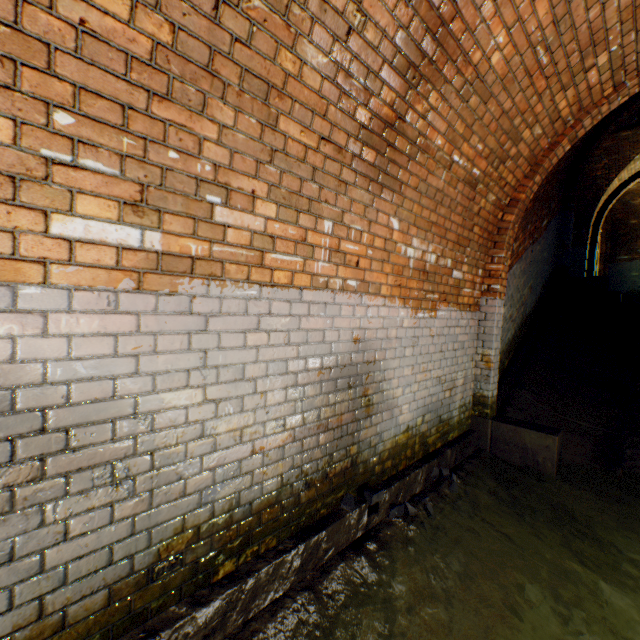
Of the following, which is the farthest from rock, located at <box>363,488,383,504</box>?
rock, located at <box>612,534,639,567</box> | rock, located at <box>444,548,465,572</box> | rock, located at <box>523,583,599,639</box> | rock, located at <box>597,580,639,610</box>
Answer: rock, located at <box>612,534,639,567</box>

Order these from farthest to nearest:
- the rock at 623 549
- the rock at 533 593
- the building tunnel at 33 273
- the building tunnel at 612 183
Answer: the building tunnel at 612 183, the rock at 623 549, the rock at 533 593, the building tunnel at 33 273

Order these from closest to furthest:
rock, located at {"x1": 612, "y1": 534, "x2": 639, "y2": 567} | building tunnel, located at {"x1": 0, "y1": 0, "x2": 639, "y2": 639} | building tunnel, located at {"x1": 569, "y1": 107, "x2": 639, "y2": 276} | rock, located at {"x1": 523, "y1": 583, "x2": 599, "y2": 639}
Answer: building tunnel, located at {"x1": 0, "y1": 0, "x2": 639, "y2": 639}
rock, located at {"x1": 523, "y1": 583, "x2": 599, "y2": 639}
rock, located at {"x1": 612, "y1": 534, "x2": 639, "y2": 567}
building tunnel, located at {"x1": 569, "y1": 107, "x2": 639, "y2": 276}

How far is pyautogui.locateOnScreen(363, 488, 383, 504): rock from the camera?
2.5m

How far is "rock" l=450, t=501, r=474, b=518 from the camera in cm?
302

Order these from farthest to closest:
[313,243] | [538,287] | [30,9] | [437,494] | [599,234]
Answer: [599,234] < [538,287] < [437,494] < [313,243] < [30,9]

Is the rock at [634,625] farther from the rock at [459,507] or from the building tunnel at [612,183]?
the rock at [459,507]

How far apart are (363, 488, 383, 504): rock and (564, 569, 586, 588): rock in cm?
161
